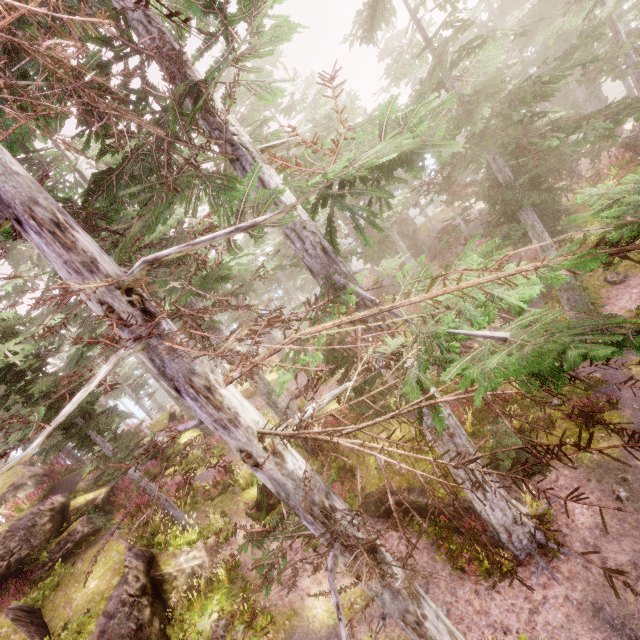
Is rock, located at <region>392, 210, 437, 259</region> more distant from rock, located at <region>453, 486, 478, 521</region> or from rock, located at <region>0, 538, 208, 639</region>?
rock, located at <region>0, 538, 208, 639</region>

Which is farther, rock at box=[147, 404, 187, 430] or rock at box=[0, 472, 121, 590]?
rock at box=[147, 404, 187, 430]

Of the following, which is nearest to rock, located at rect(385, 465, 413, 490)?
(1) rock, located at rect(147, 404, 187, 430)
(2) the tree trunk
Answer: (2) the tree trunk

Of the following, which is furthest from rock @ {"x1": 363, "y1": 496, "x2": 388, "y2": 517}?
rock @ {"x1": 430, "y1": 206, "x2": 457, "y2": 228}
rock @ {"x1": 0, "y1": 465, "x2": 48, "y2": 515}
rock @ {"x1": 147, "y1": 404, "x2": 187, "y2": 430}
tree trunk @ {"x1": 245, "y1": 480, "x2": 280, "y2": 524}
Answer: rock @ {"x1": 147, "y1": 404, "x2": 187, "y2": 430}

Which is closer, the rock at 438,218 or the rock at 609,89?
the rock at 438,218

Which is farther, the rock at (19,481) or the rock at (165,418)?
the rock at (165,418)

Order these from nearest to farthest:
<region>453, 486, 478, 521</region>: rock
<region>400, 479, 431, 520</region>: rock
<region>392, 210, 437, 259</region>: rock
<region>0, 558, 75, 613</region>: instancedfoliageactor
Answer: <region>453, 486, 478, 521</region>: rock → <region>400, 479, 431, 520</region>: rock → <region>0, 558, 75, 613</region>: instancedfoliageactor → <region>392, 210, 437, 259</region>: rock

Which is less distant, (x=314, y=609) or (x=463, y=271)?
(x=463, y=271)
